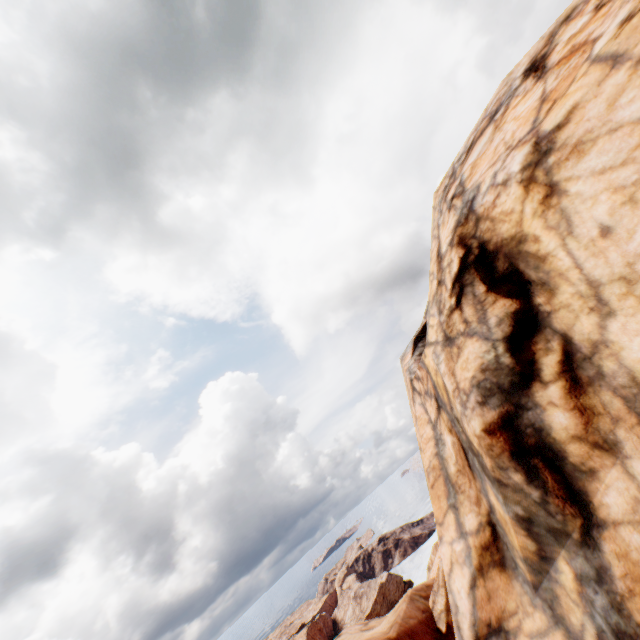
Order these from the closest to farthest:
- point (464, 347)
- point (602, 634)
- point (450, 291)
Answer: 1. point (602, 634)
2. point (464, 347)
3. point (450, 291)
